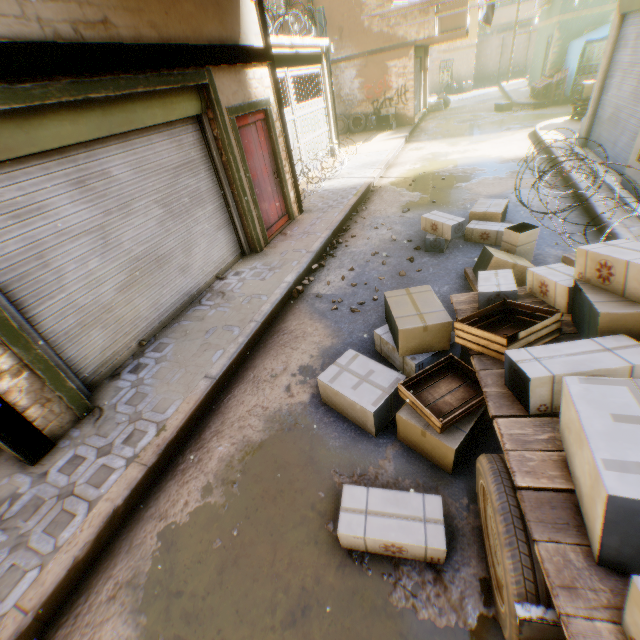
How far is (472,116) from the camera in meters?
17.1 m

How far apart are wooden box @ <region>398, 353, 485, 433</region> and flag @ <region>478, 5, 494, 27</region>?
12.40m

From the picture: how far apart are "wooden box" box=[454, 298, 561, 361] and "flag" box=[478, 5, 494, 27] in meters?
11.8 m

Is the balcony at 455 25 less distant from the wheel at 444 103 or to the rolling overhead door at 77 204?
the rolling overhead door at 77 204

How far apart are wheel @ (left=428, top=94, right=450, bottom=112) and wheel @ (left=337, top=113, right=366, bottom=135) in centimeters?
662cm

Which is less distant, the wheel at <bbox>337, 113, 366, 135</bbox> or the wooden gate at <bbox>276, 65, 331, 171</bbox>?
the wooden gate at <bbox>276, 65, 331, 171</bbox>

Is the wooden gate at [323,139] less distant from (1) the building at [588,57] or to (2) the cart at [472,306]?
(1) the building at [588,57]

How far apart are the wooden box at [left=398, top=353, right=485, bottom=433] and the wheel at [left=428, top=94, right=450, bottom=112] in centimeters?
2336cm
